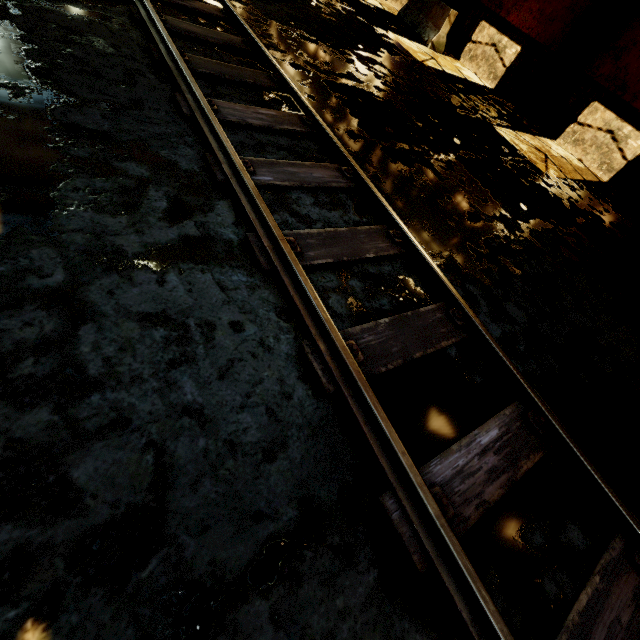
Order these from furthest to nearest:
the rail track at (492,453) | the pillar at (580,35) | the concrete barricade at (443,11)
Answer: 1. the concrete barricade at (443,11)
2. the pillar at (580,35)
3. the rail track at (492,453)

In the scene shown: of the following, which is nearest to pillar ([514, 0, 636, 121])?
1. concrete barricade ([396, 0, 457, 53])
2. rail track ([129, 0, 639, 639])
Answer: concrete barricade ([396, 0, 457, 53])

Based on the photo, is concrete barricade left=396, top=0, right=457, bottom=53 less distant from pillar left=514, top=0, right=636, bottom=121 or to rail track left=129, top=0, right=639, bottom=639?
pillar left=514, top=0, right=636, bottom=121

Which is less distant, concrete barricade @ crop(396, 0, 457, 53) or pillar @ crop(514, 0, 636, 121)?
pillar @ crop(514, 0, 636, 121)

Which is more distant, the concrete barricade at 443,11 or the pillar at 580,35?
the concrete barricade at 443,11

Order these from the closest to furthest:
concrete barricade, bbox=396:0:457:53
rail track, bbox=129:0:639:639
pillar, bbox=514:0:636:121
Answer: rail track, bbox=129:0:639:639 → pillar, bbox=514:0:636:121 → concrete barricade, bbox=396:0:457:53

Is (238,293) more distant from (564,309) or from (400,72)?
(400,72)
